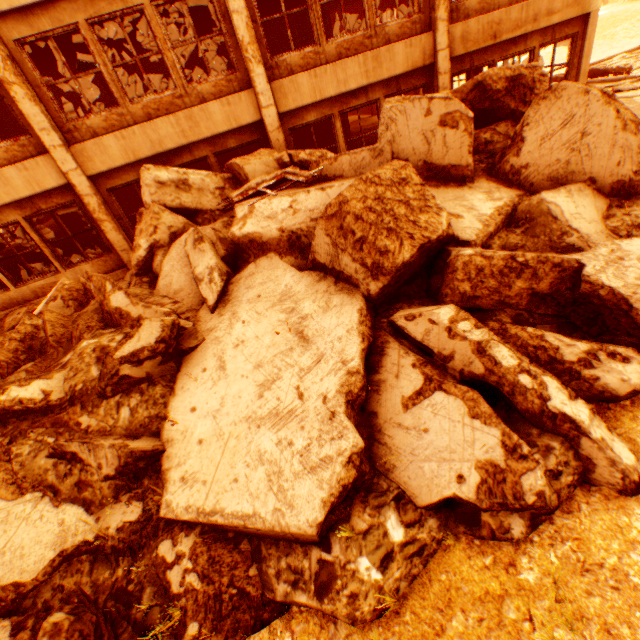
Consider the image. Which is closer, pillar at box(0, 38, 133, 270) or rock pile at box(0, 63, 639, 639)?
rock pile at box(0, 63, 639, 639)

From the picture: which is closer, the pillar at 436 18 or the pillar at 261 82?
the pillar at 261 82

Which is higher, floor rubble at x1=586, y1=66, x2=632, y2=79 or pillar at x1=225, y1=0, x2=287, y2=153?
pillar at x1=225, y1=0, x2=287, y2=153

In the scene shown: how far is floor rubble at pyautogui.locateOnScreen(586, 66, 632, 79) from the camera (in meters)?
14.48

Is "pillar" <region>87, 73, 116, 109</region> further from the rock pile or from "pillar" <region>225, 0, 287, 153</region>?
"pillar" <region>225, 0, 287, 153</region>

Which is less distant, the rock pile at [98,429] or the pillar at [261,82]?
the rock pile at [98,429]

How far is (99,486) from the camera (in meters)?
3.90

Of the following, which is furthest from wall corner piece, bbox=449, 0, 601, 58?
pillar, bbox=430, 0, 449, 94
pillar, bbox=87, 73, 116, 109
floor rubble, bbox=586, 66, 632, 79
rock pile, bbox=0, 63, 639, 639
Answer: pillar, bbox=87, 73, 116, 109
